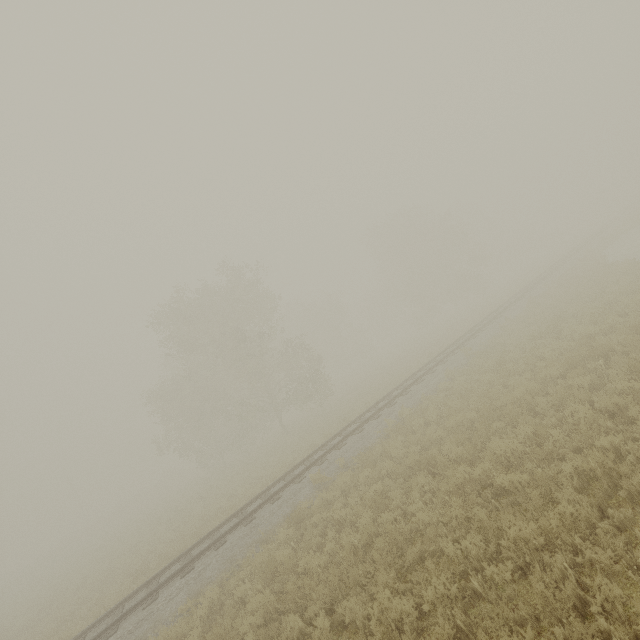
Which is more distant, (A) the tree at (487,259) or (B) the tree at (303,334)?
(A) the tree at (487,259)

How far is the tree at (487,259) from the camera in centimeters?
4269cm

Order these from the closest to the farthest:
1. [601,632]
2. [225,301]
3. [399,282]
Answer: [601,632]
[225,301]
[399,282]

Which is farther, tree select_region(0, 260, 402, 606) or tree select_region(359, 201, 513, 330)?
tree select_region(359, 201, 513, 330)

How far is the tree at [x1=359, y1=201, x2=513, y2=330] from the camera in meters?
42.7
